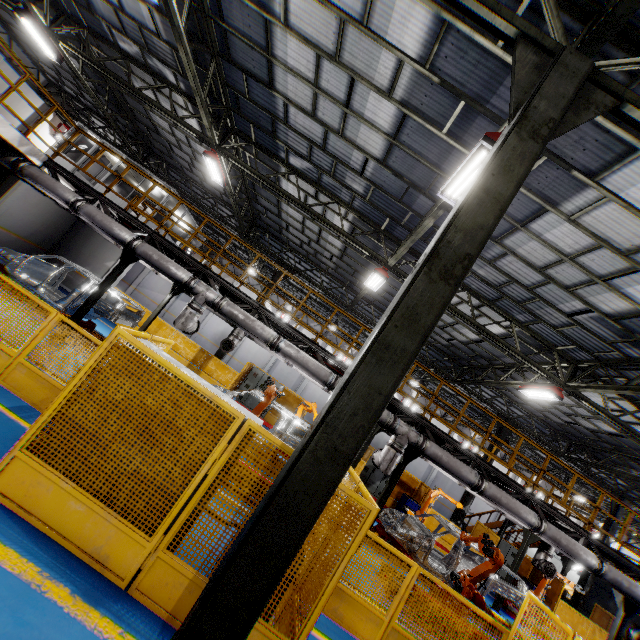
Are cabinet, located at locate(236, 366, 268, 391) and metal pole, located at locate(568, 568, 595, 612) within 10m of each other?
→ no

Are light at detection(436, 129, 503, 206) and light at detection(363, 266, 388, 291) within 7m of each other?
yes

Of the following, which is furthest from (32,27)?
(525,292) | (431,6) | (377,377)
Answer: (525,292)

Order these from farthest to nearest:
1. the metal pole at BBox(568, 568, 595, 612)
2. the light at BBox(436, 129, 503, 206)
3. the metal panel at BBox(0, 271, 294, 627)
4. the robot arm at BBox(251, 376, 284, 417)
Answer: the metal pole at BBox(568, 568, 595, 612) → the robot arm at BBox(251, 376, 284, 417) → the light at BBox(436, 129, 503, 206) → the metal panel at BBox(0, 271, 294, 627)

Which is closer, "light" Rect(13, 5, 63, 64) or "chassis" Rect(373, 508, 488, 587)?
"chassis" Rect(373, 508, 488, 587)

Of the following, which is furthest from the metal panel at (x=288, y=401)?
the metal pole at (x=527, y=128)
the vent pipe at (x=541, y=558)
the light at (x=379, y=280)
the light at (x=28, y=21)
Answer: the light at (x=28, y=21)

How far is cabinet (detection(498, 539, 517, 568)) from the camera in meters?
17.6

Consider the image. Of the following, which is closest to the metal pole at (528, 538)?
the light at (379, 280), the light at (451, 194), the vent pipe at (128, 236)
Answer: the vent pipe at (128, 236)
